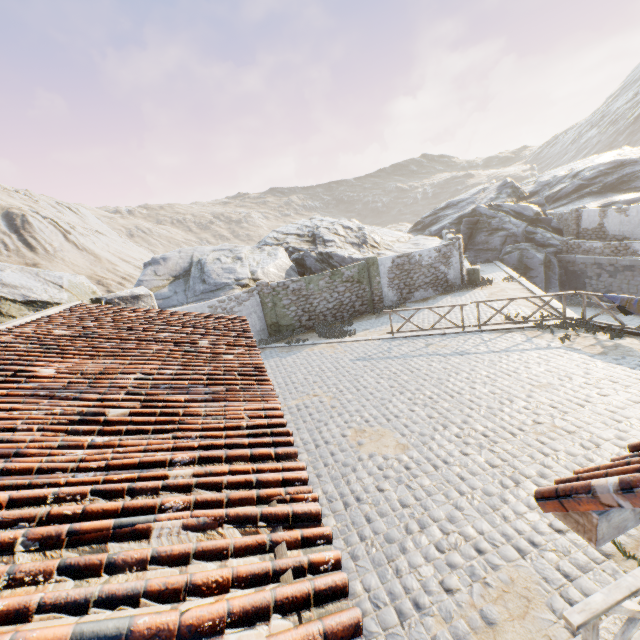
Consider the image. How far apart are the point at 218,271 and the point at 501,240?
22.1m

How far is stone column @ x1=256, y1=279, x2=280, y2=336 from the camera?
16.8m

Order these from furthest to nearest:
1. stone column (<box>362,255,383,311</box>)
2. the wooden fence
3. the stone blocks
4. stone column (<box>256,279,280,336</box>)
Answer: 1. stone column (<box>362,255,383,311</box>)
2. stone column (<box>256,279,280,336</box>)
3. the stone blocks
4. the wooden fence

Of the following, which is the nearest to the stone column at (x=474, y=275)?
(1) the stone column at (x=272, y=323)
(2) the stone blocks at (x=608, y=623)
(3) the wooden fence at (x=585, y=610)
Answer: (2) the stone blocks at (x=608, y=623)

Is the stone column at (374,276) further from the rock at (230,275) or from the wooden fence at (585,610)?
the wooden fence at (585,610)

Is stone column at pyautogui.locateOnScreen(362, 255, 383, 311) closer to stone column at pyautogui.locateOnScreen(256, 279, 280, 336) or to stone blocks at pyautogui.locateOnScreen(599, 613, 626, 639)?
stone blocks at pyautogui.locateOnScreen(599, 613, 626, 639)

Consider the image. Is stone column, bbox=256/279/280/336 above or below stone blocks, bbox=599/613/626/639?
above

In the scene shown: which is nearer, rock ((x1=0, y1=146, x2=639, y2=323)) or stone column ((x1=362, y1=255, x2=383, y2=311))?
rock ((x1=0, y1=146, x2=639, y2=323))
